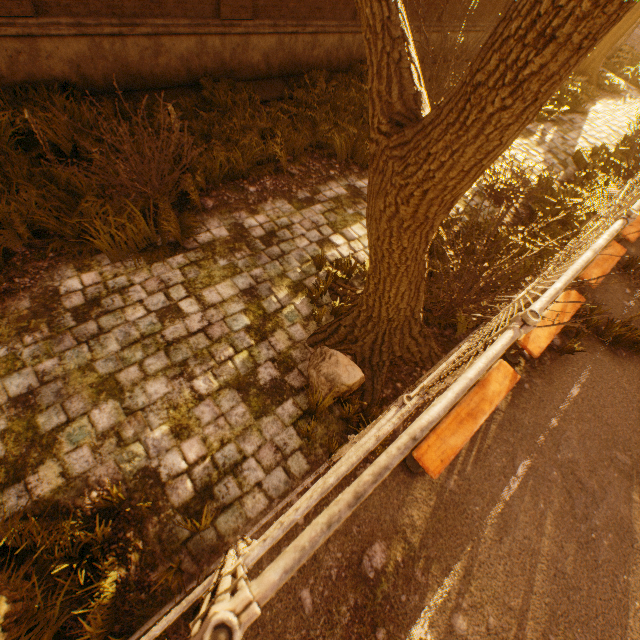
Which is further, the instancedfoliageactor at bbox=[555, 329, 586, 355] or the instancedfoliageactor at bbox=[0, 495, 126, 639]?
the instancedfoliageactor at bbox=[555, 329, 586, 355]

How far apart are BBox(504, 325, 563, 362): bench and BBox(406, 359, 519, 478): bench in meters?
0.7 m

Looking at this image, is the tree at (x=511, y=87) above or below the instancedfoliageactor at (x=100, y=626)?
above

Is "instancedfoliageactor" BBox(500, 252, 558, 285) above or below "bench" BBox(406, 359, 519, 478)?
below

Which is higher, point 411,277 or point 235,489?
point 411,277

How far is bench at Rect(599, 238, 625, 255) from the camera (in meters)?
6.50

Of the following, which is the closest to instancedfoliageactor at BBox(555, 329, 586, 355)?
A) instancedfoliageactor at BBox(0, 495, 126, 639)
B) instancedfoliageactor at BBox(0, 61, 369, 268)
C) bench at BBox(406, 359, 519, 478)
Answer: bench at BBox(406, 359, 519, 478)

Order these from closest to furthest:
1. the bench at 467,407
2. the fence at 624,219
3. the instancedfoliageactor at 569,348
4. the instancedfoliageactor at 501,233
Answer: the fence at 624,219, the bench at 467,407, the instancedfoliageactor at 569,348, the instancedfoliageactor at 501,233
